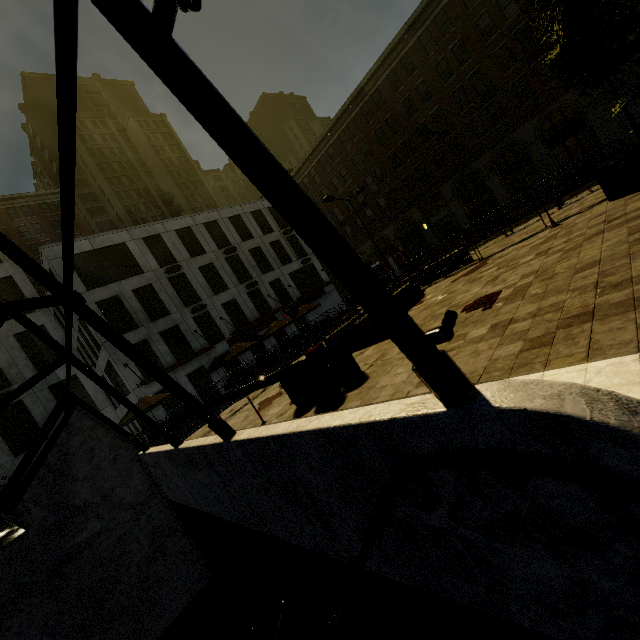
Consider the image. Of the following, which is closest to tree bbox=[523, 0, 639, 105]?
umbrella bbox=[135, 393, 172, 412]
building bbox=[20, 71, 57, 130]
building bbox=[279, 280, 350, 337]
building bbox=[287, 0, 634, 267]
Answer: umbrella bbox=[135, 393, 172, 412]

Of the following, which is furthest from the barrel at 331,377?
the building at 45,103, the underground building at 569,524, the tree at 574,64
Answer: the building at 45,103

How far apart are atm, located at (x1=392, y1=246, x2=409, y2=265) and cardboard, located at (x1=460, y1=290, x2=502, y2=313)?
31.2m

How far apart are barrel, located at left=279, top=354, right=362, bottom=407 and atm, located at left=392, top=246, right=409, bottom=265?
31.5 meters

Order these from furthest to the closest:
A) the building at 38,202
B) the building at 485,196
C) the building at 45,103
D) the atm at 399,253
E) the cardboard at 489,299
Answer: the building at 45,103, the atm at 399,253, the building at 485,196, the building at 38,202, the cardboard at 489,299

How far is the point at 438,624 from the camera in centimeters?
225cm

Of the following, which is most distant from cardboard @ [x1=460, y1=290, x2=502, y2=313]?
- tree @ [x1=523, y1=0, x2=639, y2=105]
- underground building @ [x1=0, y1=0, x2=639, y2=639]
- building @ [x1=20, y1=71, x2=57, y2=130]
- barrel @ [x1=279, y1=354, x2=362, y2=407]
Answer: building @ [x1=20, y1=71, x2=57, y2=130]

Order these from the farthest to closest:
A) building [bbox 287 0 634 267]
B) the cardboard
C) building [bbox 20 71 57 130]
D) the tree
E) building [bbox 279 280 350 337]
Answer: building [bbox 20 71 57 130]
building [bbox 279 280 350 337]
building [bbox 287 0 634 267]
the cardboard
the tree
